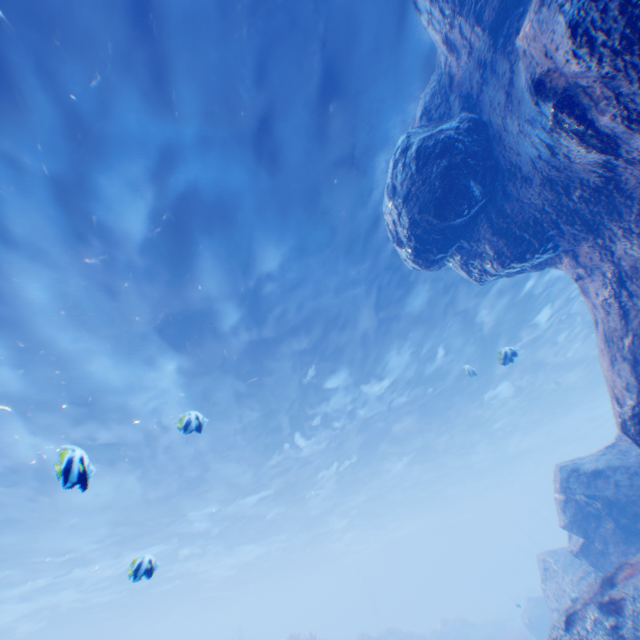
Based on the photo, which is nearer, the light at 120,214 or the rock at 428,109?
the rock at 428,109

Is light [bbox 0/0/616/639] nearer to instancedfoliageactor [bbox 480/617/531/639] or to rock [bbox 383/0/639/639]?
rock [bbox 383/0/639/639]

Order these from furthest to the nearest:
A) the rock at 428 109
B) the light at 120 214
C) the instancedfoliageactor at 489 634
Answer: the instancedfoliageactor at 489 634 → the light at 120 214 → the rock at 428 109

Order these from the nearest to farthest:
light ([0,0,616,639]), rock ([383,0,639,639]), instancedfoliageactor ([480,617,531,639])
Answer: rock ([383,0,639,639]), light ([0,0,616,639]), instancedfoliageactor ([480,617,531,639])

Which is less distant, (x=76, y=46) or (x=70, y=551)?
(x=76, y=46)

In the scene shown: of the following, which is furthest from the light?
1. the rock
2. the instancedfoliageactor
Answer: the instancedfoliageactor
